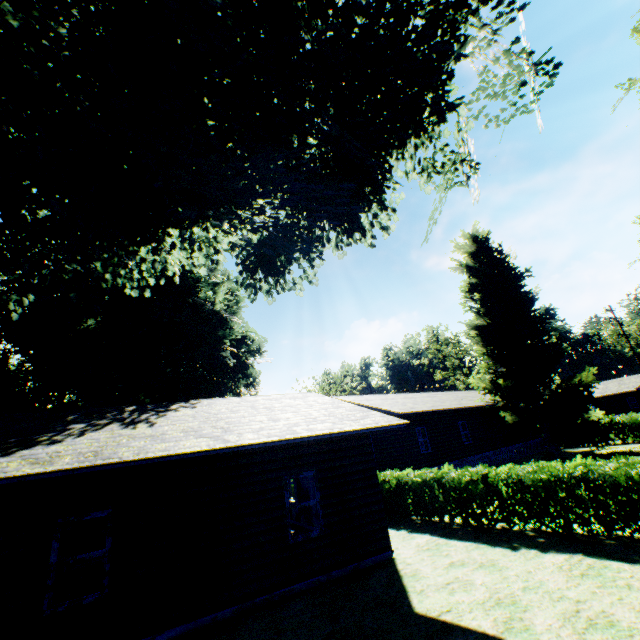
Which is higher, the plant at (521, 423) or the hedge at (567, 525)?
the plant at (521, 423)

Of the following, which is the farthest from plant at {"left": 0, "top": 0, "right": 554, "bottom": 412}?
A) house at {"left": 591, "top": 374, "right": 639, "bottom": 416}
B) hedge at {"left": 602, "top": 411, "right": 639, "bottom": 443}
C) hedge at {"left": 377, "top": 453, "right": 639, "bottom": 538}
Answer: house at {"left": 591, "top": 374, "right": 639, "bottom": 416}

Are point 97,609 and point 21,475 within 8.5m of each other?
yes

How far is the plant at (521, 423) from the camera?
22.59m

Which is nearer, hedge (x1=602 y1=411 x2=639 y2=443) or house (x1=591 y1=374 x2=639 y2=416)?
hedge (x1=602 y1=411 x2=639 y2=443)

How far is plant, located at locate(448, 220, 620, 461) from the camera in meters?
22.6

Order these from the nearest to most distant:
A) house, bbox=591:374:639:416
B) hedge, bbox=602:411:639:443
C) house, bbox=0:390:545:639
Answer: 1. house, bbox=0:390:545:639
2. hedge, bbox=602:411:639:443
3. house, bbox=591:374:639:416

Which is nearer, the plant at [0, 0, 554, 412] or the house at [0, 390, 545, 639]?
the plant at [0, 0, 554, 412]
